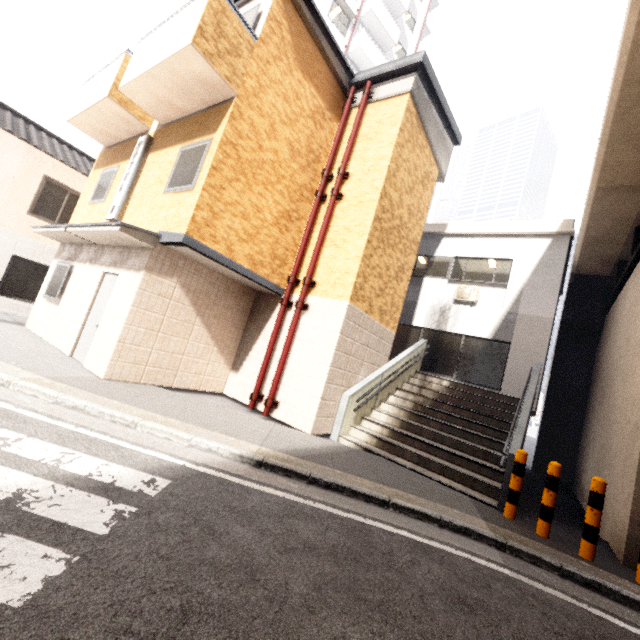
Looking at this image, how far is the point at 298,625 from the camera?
2.00m

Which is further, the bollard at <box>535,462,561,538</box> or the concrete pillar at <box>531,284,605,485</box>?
the concrete pillar at <box>531,284,605,485</box>

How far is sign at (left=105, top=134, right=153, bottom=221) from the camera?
7.82m

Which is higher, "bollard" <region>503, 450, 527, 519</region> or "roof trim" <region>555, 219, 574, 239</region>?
"roof trim" <region>555, 219, 574, 239</region>

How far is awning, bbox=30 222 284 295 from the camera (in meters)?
6.12

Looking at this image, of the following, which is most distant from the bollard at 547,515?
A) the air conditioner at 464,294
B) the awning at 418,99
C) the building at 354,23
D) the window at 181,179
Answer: the building at 354,23

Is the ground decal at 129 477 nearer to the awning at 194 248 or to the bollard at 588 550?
the awning at 194 248

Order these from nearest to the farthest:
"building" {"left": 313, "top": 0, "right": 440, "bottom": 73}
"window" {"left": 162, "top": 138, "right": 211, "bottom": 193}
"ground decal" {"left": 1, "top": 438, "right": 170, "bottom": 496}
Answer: "ground decal" {"left": 1, "top": 438, "right": 170, "bottom": 496}
"window" {"left": 162, "top": 138, "right": 211, "bottom": 193}
"building" {"left": 313, "top": 0, "right": 440, "bottom": 73}
